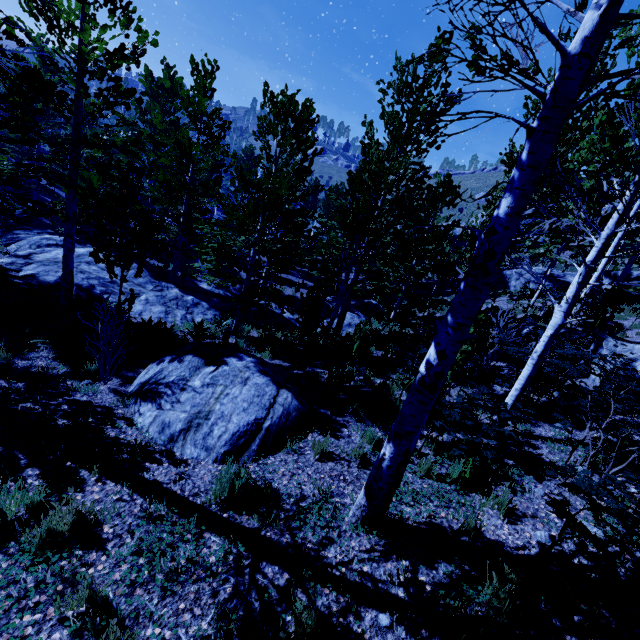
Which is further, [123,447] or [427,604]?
[123,447]

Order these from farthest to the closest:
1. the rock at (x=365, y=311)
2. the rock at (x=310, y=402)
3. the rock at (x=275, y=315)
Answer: the rock at (x=365, y=311), the rock at (x=275, y=315), the rock at (x=310, y=402)

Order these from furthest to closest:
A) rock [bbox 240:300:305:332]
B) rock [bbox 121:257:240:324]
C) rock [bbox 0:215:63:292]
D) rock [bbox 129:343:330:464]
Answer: rock [bbox 240:300:305:332]
rock [bbox 121:257:240:324]
rock [bbox 0:215:63:292]
rock [bbox 129:343:330:464]

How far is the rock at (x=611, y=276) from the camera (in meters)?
17.14

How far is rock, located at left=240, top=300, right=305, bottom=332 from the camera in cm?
1439

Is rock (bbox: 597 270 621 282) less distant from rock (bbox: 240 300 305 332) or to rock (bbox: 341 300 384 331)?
rock (bbox: 341 300 384 331)

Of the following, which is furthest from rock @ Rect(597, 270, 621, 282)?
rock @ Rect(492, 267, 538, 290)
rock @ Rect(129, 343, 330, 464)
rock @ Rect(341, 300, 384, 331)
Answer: rock @ Rect(129, 343, 330, 464)

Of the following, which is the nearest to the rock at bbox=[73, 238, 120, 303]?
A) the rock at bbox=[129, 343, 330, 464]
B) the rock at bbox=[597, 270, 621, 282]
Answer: the rock at bbox=[129, 343, 330, 464]
